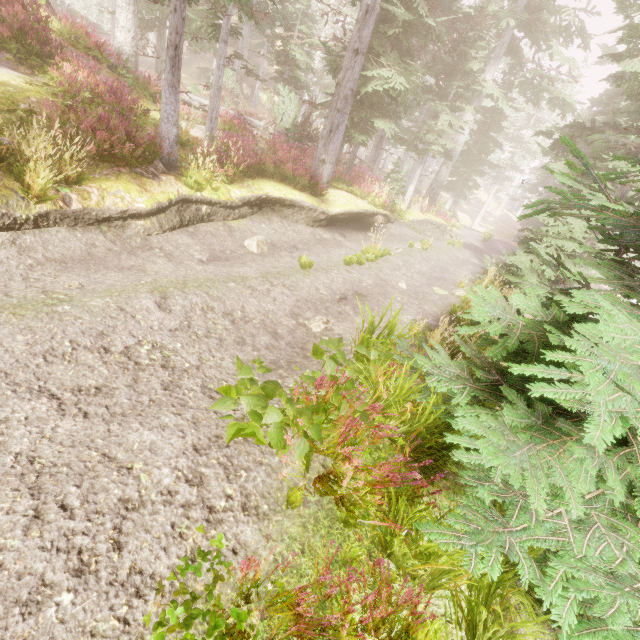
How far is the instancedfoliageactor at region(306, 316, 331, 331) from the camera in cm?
626

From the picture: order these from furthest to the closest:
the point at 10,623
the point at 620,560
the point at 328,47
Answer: the point at 328,47 → the point at 620,560 → the point at 10,623

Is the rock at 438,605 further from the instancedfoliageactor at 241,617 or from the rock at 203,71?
the rock at 203,71

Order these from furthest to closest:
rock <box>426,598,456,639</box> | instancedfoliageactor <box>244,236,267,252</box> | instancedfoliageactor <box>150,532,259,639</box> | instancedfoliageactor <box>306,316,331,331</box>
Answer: instancedfoliageactor <box>244,236,267,252</box>, instancedfoliageactor <box>306,316,331,331</box>, rock <box>426,598,456,639</box>, instancedfoliageactor <box>150,532,259,639</box>

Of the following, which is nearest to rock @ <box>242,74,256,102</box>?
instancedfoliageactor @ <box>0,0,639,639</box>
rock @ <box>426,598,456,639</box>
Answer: instancedfoliageactor @ <box>0,0,639,639</box>

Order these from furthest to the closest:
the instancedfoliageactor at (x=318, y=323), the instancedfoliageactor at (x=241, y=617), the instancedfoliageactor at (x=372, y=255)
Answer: the instancedfoliageactor at (x=372, y=255) → the instancedfoliageactor at (x=318, y=323) → the instancedfoliageactor at (x=241, y=617)

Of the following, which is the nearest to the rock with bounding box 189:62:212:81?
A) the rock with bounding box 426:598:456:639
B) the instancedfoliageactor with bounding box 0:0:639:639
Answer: the instancedfoliageactor with bounding box 0:0:639:639
